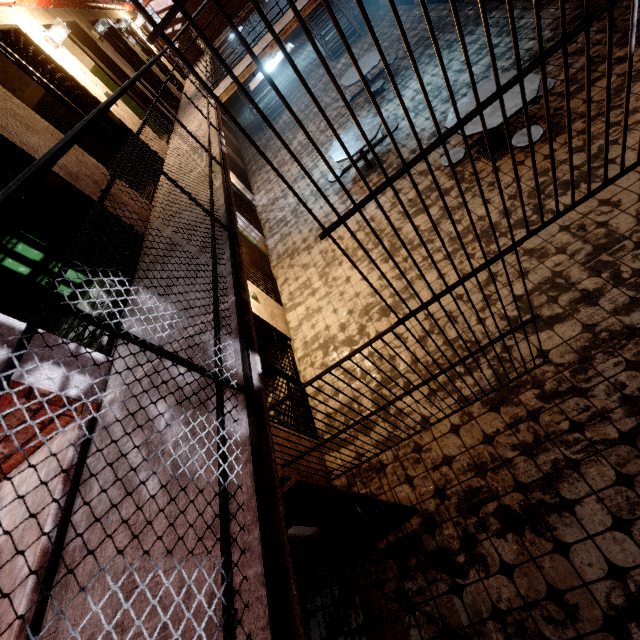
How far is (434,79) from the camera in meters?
7.8 m

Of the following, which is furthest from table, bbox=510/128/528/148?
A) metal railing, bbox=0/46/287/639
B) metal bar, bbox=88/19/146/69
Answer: metal bar, bbox=88/19/146/69

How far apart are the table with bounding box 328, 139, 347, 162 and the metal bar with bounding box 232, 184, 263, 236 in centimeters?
237cm

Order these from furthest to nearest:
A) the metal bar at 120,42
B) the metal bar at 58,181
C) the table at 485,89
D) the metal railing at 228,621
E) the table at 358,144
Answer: the metal bar at 120,42
the table at 358,144
the table at 485,89
the metal bar at 58,181
the metal railing at 228,621

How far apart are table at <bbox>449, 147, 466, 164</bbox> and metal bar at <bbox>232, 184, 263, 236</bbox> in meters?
4.9 m

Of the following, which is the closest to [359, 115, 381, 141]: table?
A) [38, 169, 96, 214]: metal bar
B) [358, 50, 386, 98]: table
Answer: [358, 50, 386, 98]: table

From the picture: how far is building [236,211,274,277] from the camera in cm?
768

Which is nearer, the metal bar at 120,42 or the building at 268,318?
the building at 268,318
